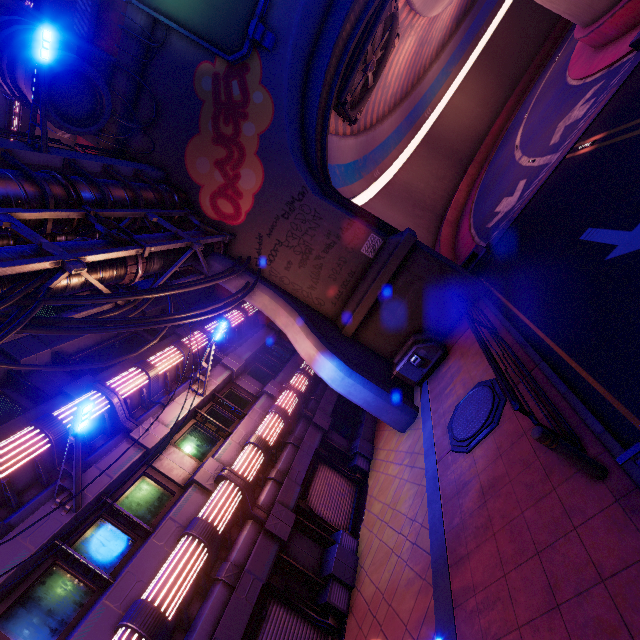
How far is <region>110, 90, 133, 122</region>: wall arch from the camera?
14.51m

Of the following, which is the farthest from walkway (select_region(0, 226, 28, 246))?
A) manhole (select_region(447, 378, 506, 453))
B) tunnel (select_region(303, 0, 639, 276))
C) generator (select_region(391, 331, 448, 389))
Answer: manhole (select_region(447, 378, 506, 453))

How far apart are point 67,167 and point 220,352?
8.64m

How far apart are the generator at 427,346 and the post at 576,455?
7.78m

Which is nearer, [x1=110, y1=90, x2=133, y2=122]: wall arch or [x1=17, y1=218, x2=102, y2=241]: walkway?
[x1=17, y1=218, x2=102, y2=241]: walkway

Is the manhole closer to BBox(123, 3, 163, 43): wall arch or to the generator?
the generator

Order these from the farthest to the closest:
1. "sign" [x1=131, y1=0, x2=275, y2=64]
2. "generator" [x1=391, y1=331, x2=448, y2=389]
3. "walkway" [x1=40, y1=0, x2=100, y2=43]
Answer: "walkway" [x1=40, y1=0, x2=100, y2=43] → "generator" [x1=391, y1=331, x2=448, y2=389] → "sign" [x1=131, y1=0, x2=275, y2=64]

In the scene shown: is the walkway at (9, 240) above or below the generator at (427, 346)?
above
